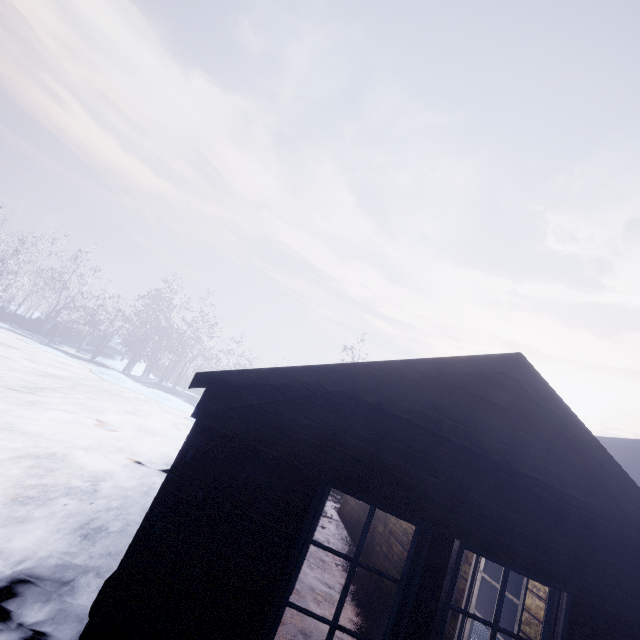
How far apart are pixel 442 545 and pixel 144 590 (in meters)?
2.11
